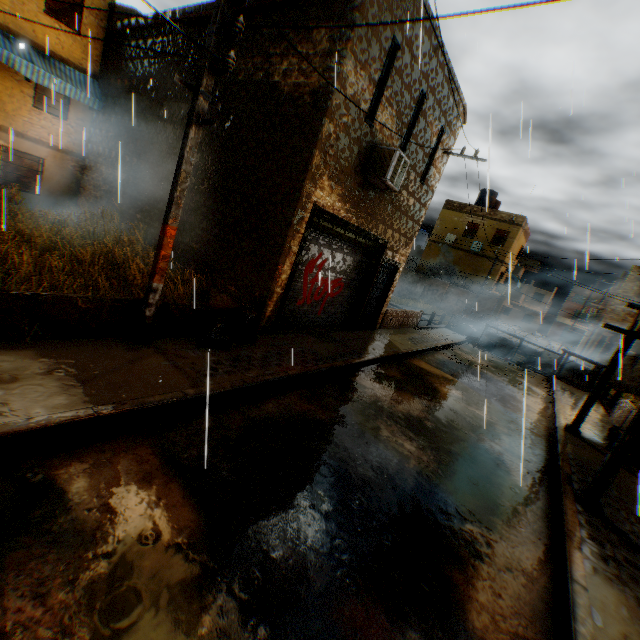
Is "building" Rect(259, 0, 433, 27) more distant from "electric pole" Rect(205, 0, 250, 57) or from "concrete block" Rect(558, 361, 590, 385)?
"concrete block" Rect(558, 361, 590, 385)

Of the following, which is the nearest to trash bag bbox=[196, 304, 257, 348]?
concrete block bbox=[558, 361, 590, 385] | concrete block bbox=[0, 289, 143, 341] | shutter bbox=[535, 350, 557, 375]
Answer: concrete block bbox=[0, 289, 143, 341]

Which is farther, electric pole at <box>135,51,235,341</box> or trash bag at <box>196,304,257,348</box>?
trash bag at <box>196,304,257,348</box>

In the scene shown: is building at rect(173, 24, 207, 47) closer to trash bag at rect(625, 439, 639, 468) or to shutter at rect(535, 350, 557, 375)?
trash bag at rect(625, 439, 639, 468)

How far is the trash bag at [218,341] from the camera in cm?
623

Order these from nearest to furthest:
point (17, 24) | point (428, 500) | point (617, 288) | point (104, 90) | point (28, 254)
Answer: point (428, 500) < point (28, 254) < point (17, 24) < point (104, 90) < point (617, 288)

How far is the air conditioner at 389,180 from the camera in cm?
807

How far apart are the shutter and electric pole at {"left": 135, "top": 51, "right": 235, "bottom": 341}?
13.10m
